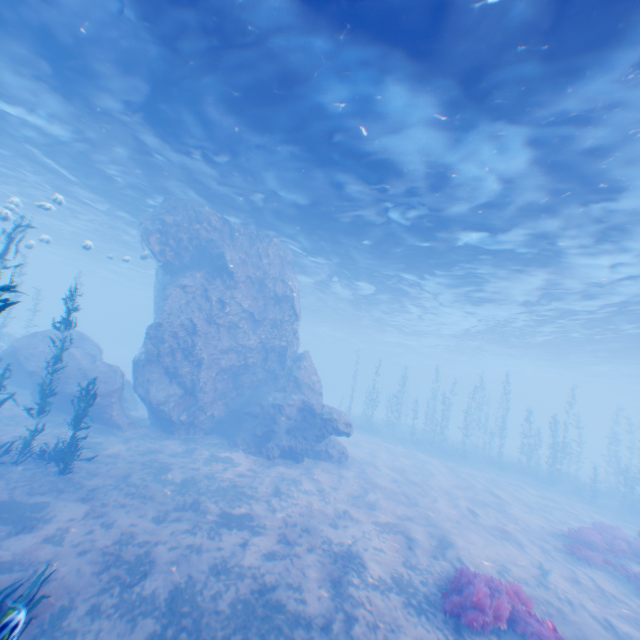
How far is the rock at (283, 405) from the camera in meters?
16.0

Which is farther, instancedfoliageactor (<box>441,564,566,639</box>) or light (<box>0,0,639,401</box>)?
light (<box>0,0,639,401</box>)

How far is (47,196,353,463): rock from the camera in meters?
16.0 m

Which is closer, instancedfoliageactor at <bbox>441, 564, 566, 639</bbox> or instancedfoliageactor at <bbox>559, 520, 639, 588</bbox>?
instancedfoliageactor at <bbox>441, 564, 566, 639</bbox>

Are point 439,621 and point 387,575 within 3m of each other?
yes

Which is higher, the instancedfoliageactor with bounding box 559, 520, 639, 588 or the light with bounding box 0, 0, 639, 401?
the light with bounding box 0, 0, 639, 401

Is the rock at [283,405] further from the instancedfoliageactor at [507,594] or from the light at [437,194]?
the instancedfoliageactor at [507,594]

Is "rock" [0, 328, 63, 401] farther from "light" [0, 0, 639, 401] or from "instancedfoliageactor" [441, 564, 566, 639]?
"instancedfoliageactor" [441, 564, 566, 639]
